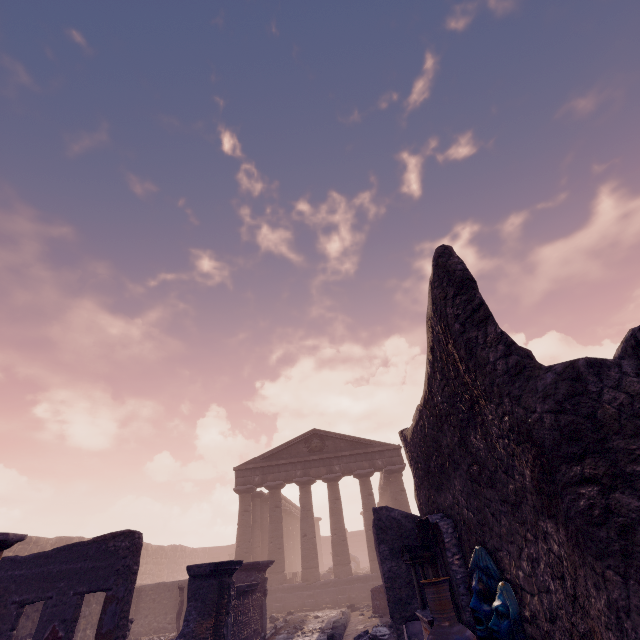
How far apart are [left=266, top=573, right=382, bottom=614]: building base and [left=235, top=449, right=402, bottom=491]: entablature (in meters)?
5.29

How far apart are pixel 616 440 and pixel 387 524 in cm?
705

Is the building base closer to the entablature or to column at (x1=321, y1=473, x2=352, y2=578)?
column at (x1=321, y1=473, x2=352, y2=578)

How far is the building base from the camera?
17.4m

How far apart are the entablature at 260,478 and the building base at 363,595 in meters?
5.3

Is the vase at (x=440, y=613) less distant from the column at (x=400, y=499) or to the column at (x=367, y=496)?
the column at (x=367, y=496)

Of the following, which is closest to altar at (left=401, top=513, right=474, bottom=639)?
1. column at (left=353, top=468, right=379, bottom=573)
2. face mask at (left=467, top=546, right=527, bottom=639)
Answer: face mask at (left=467, top=546, right=527, bottom=639)

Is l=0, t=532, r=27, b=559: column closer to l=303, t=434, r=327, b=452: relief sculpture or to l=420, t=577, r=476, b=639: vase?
l=420, t=577, r=476, b=639: vase
